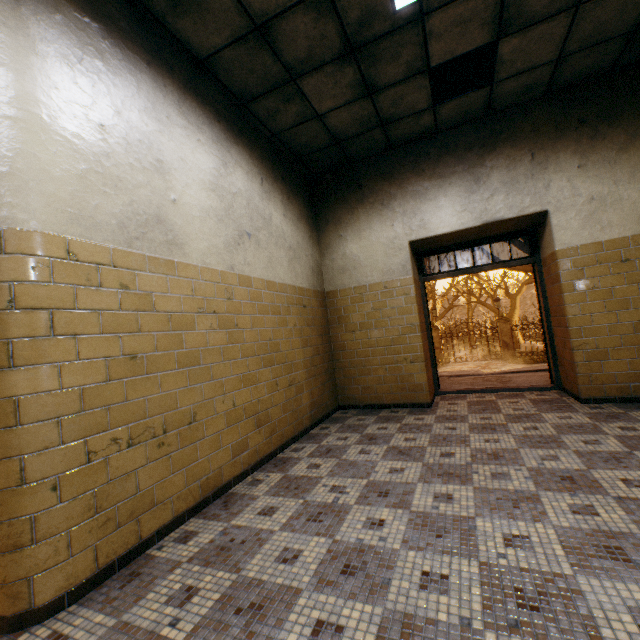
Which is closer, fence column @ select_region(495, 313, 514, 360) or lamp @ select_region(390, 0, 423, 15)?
lamp @ select_region(390, 0, 423, 15)

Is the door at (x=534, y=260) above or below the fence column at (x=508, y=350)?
above

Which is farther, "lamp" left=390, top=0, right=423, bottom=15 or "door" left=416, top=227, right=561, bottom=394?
"door" left=416, top=227, right=561, bottom=394

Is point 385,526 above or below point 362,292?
below

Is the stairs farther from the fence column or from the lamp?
the fence column

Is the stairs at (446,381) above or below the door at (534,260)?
below

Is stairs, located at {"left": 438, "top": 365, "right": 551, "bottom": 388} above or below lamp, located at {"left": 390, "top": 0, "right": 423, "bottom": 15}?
below

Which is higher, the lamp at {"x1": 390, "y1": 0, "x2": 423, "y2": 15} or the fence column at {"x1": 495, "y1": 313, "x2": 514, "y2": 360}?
the lamp at {"x1": 390, "y1": 0, "x2": 423, "y2": 15}
